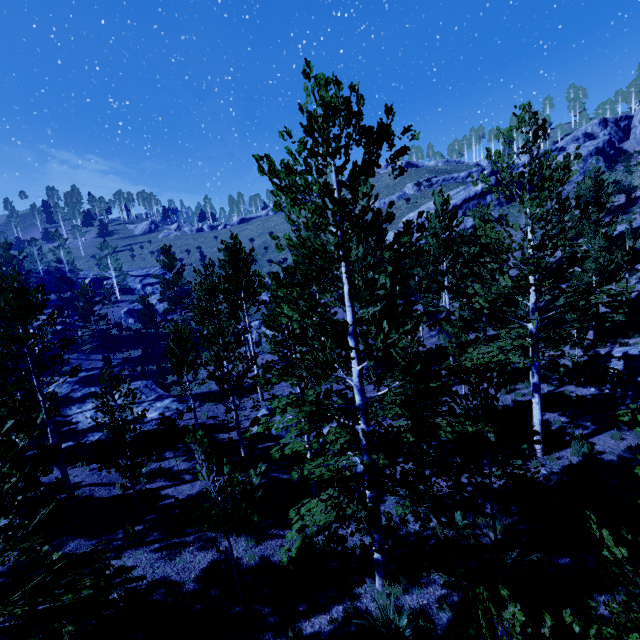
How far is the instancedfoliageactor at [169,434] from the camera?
14.2m

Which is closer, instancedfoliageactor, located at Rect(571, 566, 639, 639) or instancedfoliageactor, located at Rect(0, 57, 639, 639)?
instancedfoliageactor, located at Rect(571, 566, 639, 639)

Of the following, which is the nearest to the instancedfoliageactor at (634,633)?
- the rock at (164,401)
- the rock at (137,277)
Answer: the rock at (164,401)

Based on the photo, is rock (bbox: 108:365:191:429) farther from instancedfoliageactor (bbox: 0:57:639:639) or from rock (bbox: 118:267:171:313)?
rock (bbox: 118:267:171:313)

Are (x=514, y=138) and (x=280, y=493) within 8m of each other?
no

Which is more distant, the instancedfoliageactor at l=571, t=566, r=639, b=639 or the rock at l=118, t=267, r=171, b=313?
the rock at l=118, t=267, r=171, b=313

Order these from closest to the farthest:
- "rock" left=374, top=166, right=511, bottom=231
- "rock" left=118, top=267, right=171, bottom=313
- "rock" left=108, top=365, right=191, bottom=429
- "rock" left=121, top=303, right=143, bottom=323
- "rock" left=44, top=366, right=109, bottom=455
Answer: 1. "rock" left=44, top=366, right=109, bottom=455
2. "rock" left=108, top=365, right=191, bottom=429
3. "rock" left=374, top=166, right=511, bottom=231
4. "rock" left=121, top=303, right=143, bottom=323
5. "rock" left=118, top=267, right=171, bottom=313
